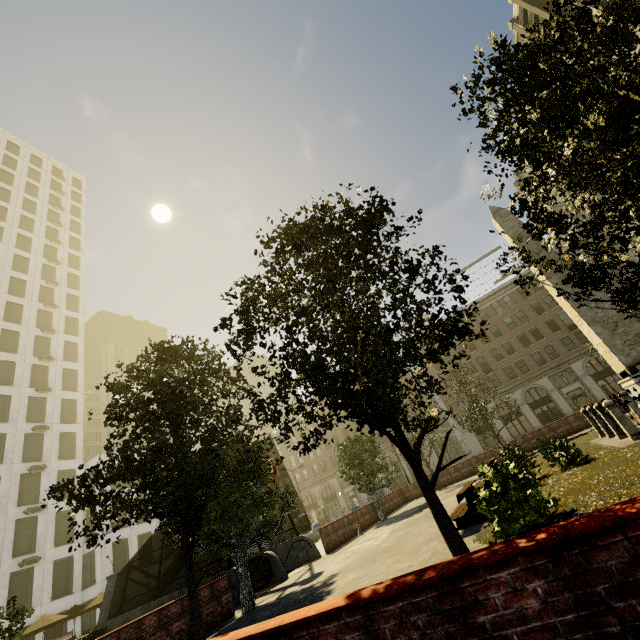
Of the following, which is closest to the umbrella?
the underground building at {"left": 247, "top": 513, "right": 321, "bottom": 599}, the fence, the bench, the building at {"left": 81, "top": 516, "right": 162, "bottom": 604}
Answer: the underground building at {"left": 247, "top": 513, "right": 321, "bottom": 599}

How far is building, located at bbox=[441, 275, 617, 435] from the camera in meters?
41.2 m

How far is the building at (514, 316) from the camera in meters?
41.2

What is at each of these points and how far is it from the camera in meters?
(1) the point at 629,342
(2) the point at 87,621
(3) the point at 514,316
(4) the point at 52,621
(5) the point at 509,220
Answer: (1) obelisk, 12.8 m
(2) building, 30.4 m
(3) building, 46.7 m
(4) umbrella, 20.5 m
(5) obelisk, 16.8 m

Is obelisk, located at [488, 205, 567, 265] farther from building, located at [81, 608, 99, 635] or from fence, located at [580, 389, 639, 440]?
building, located at [81, 608, 99, 635]

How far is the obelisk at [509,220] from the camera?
15.34m

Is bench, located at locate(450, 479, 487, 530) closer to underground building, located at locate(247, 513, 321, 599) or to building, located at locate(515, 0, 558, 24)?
underground building, located at locate(247, 513, 321, 599)

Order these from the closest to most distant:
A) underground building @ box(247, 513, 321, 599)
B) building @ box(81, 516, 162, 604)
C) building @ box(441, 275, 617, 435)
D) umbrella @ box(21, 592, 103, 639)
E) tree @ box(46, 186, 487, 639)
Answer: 1. tree @ box(46, 186, 487, 639)
2. underground building @ box(247, 513, 321, 599)
3. umbrella @ box(21, 592, 103, 639)
4. building @ box(81, 516, 162, 604)
5. building @ box(441, 275, 617, 435)
